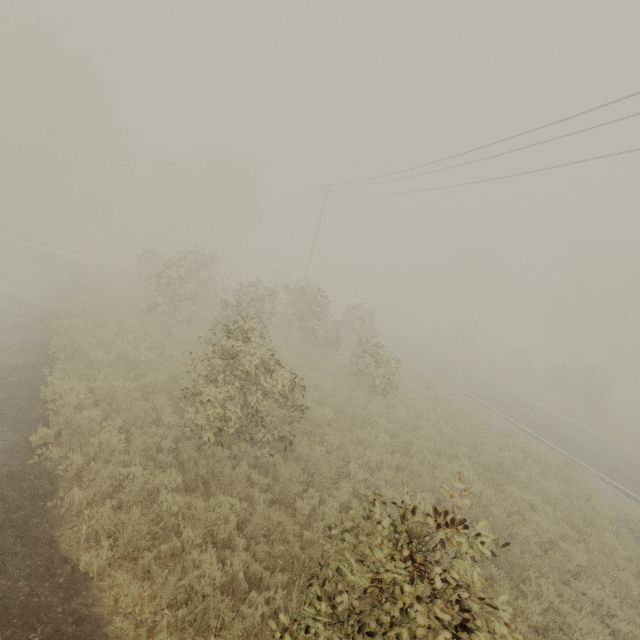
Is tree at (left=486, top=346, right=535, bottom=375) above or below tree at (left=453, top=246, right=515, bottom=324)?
below

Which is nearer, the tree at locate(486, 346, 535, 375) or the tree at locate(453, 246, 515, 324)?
the tree at locate(486, 346, 535, 375)

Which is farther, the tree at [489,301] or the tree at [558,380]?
the tree at [489,301]

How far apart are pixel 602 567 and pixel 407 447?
4.76m

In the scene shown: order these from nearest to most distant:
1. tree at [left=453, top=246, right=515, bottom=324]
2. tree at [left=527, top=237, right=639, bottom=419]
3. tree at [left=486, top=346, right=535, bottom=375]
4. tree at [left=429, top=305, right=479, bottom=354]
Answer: tree at [left=527, top=237, right=639, bottom=419], tree at [left=486, top=346, right=535, bottom=375], tree at [left=429, top=305, right=479, bottom=354], tree at [left=453, top=246, right=515, bottom=324]

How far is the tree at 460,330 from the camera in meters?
39.4

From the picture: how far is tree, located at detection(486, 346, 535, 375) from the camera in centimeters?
3547cm
